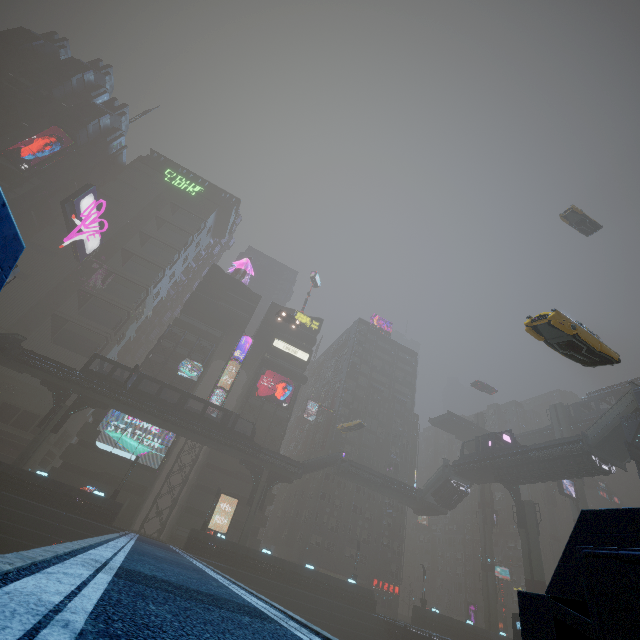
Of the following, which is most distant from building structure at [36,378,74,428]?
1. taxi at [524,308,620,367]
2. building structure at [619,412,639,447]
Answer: building structure at [619,412,639,447]

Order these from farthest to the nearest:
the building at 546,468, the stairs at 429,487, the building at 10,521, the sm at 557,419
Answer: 1. the sm at 557,419
2. the stairs at 429,487
3. the building at 546,468
4. the building at 10,521

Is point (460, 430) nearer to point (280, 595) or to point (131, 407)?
point (280, 595)

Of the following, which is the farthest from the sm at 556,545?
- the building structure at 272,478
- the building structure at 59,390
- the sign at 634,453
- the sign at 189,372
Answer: the sign at 189,372

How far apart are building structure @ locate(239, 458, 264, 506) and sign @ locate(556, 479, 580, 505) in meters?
39.7 m

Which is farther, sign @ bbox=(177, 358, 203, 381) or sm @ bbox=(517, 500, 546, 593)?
sign @ bbox=(177, 358, 203, 381)

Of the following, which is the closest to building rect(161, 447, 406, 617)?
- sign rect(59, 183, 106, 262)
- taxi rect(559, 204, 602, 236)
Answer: sign rect(59, 183, 106, 262)

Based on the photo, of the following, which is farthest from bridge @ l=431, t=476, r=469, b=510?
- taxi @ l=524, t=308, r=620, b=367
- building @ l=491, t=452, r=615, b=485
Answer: taxi @ l=524, t=308, r=620, b=367
